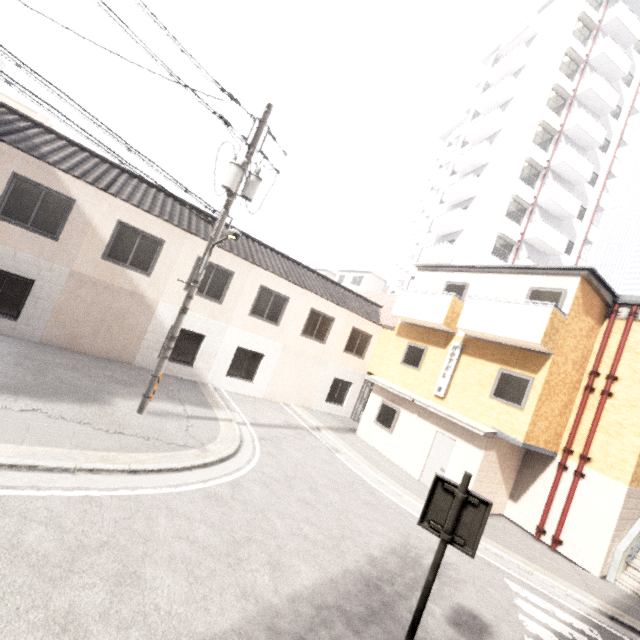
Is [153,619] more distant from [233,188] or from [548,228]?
[548,228]

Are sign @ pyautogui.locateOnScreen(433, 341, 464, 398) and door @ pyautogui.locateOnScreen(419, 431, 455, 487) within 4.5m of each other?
yes

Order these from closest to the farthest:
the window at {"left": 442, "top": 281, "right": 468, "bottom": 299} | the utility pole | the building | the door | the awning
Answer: the utility pole < the awning < the door < the window at {"left": 442, "top": 281, "right": 468, "bottom": 299} < the building

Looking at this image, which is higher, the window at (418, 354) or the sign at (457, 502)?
the window at (418, 354)

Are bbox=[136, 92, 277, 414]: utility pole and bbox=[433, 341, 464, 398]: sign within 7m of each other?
no

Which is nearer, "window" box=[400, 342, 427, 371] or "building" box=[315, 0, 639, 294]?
"window" box=[400, 342, 427, 371]

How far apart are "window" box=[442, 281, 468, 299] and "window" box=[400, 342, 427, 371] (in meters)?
2.00

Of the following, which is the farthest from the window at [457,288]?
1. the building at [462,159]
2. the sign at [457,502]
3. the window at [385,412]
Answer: the sign at [457,502]
